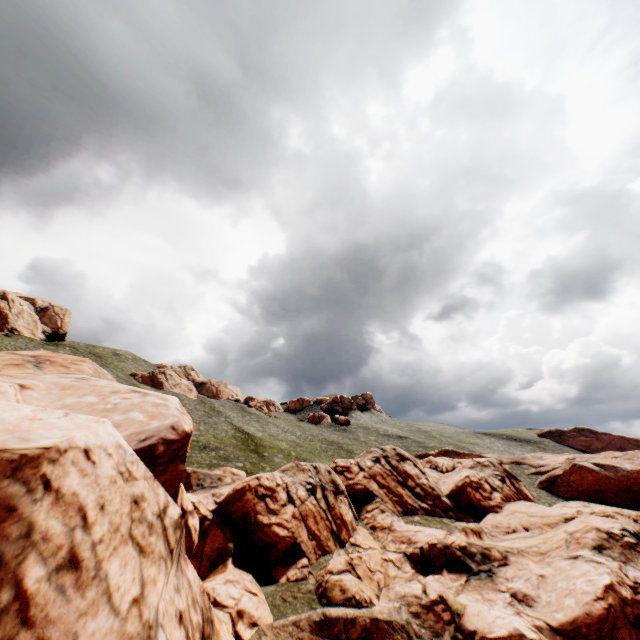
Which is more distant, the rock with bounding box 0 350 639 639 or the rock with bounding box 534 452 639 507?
the rock with bounding box 534 452 639 507

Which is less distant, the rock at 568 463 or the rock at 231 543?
the rock at 231 543

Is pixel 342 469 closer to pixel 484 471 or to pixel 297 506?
pixel 297 506
